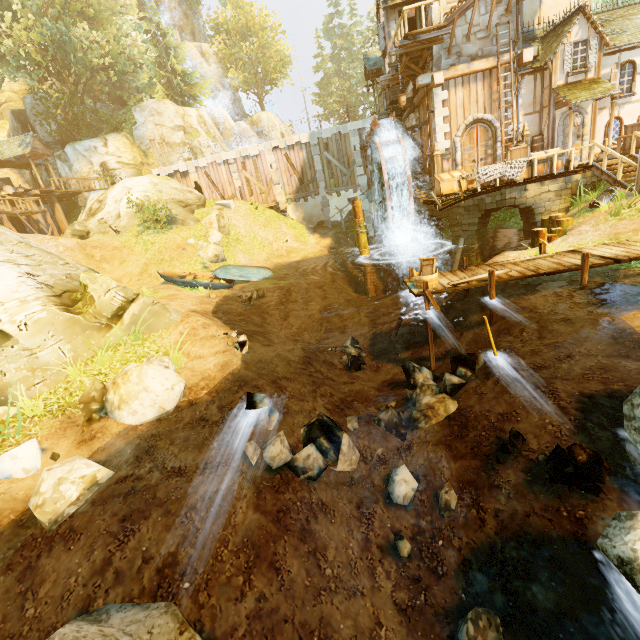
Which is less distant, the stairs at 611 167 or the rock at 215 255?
the stairs at 611 167

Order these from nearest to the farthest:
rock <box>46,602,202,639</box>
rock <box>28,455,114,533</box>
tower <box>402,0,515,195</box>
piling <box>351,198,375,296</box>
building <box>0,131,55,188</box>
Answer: rock <box>46,602,202,639</box>, rock <box>28,455,114,533</box>, tower <box>402,0,515,195</box>, piling <box>351,198,375,296</box>, building <box>0,131,55,188</box>

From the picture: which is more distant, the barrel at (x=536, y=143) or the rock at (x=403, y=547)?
the barrel at (x=536, y=143)

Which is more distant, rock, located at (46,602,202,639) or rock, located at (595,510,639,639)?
rock, located at (46,602,202,639)

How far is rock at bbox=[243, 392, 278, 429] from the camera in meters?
6.3

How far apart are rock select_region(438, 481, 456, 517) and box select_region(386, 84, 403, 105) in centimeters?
2365cm

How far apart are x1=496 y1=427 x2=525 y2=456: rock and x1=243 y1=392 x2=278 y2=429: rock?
3.87m

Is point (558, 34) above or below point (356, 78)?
below
